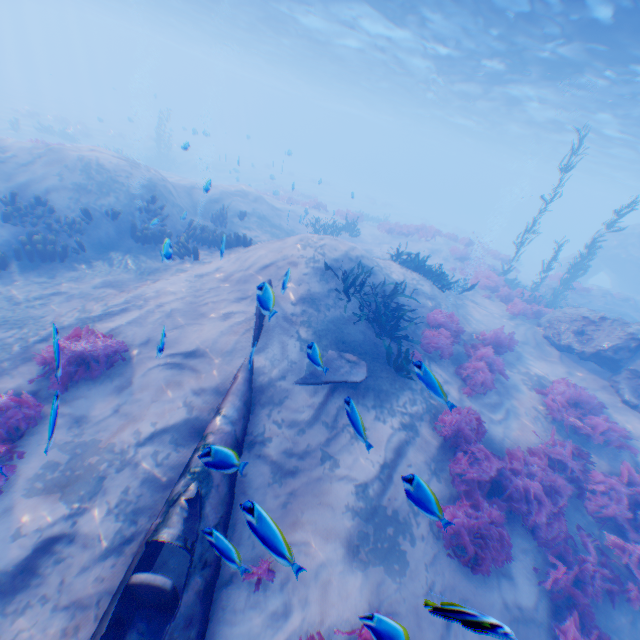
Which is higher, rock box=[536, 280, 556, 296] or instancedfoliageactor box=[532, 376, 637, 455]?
rock box=[536, 280, 556, 296]

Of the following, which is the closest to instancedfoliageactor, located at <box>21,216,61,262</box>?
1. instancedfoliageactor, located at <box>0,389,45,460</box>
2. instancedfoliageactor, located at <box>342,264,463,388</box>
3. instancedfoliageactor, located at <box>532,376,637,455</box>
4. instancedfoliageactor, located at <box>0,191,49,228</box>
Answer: instancedfoliageactor, located at <box>0,191,49,228</box>

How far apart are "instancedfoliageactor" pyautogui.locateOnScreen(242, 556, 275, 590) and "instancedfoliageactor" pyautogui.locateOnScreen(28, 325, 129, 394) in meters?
4.5

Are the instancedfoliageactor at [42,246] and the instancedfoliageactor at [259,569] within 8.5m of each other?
no

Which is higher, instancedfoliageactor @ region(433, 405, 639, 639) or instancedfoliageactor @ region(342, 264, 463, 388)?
instancedfoliageactor @ region(342, 264, 463, 388)

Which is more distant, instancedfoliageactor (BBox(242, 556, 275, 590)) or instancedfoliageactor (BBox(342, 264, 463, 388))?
instancedfoliageactor (BBox(342, 264, 463, 388))

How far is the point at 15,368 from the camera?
6.5 meters

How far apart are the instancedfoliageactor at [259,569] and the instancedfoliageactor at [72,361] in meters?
4.5 m
